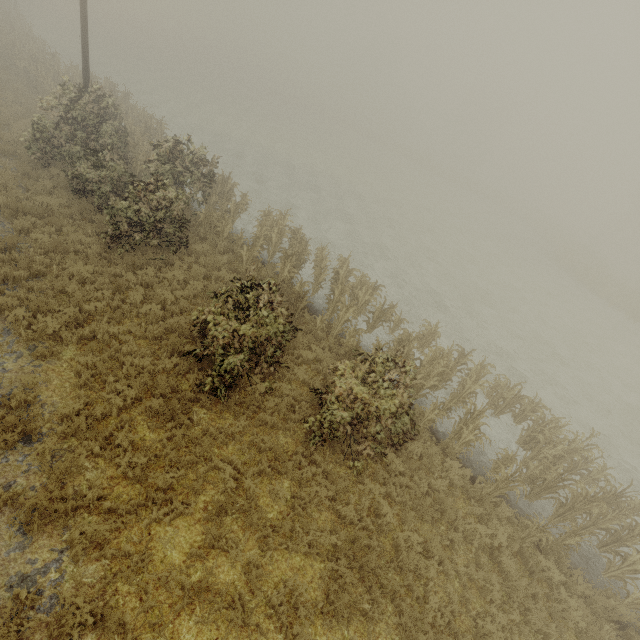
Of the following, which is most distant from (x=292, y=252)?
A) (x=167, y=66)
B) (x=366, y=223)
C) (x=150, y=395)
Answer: (x=167, y=66)
